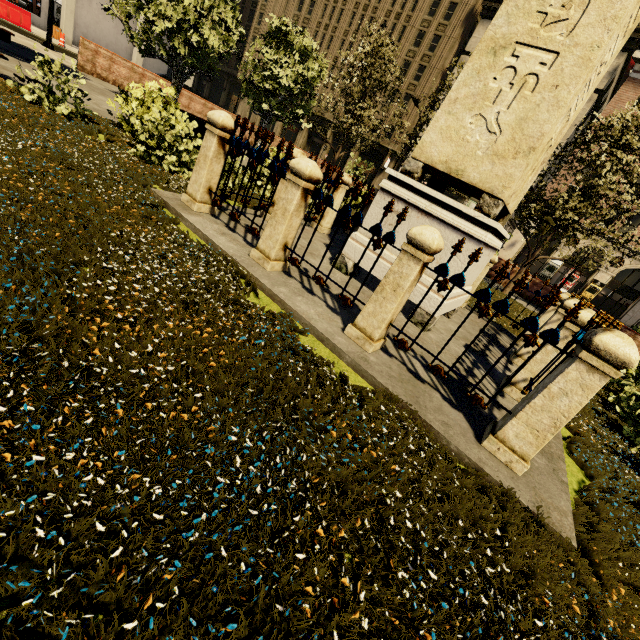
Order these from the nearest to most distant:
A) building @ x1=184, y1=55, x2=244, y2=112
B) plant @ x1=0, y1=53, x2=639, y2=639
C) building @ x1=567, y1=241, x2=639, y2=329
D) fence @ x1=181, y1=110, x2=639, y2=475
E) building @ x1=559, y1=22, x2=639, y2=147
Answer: plant @ x1=0, y1=53, x2=639, y2=639 → fence @ x1=181, y1=110, x2=639, y2=475 → building @ x1=559, y1=22, x2=639, y2=147 → building @ x1=567, y1=241, x2=639, y2=329 → building @ x1=184, y1=55, x2=244, y2=112

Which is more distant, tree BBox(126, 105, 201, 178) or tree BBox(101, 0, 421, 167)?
tree BBox(101, 0, 421, 167)

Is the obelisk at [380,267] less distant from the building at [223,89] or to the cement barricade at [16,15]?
the cement barricade at [16,15]

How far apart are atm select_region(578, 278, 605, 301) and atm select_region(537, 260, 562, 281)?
2.80m

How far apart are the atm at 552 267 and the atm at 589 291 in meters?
2.8 m

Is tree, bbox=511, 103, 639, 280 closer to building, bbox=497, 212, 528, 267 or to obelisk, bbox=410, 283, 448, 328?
building, bbox=497, 212, 528, 267

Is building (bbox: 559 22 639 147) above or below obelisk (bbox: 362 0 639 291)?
above

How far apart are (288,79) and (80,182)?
14.2m
